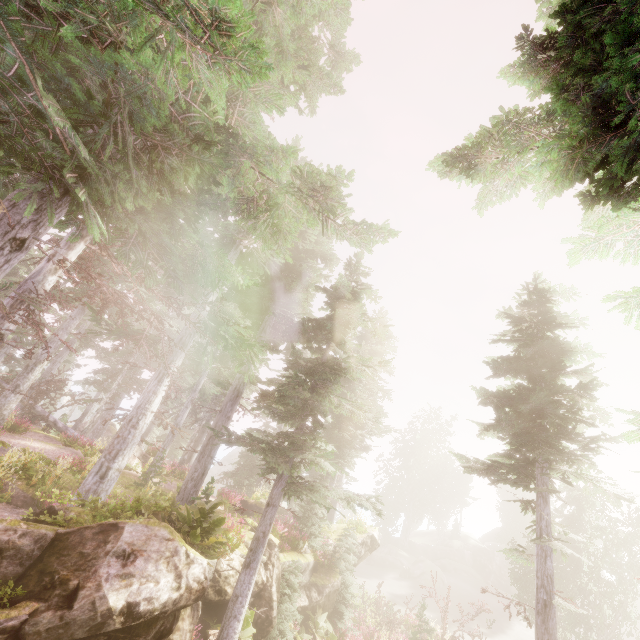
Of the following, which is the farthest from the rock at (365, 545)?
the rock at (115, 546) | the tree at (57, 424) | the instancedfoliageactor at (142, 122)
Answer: the tree at (57, 424)

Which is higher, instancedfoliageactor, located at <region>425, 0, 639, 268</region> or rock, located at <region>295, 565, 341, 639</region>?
instancedfoliageactor, located at <region>425, 0, 639, 268</region>

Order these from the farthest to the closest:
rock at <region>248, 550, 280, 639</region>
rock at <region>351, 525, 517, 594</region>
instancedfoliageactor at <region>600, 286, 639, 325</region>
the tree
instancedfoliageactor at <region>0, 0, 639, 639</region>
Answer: the tree → rock at <region>351, 525, 517, 594</region> → rock at <region>248, 550, 280, 639</region> → instancedfoliageactor at <region>0, 0, 639, 639</region> → instancedfoliageactor at <region>600, 286, 639, 325</region>

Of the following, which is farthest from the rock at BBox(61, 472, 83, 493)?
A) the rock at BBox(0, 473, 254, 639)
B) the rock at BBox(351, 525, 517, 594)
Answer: the rock at BBox(351, 525, 517, 594)

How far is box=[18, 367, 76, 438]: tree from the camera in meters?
22.1

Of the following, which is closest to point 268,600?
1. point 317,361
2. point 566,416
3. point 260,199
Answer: point 317,361

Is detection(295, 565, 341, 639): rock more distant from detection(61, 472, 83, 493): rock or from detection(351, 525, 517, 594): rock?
detection(351, 525, 517, 594): rock

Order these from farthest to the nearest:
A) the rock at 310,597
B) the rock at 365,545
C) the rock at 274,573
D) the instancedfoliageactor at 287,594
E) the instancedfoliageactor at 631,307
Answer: the rock at 365,545, the rock at 310,597, the instancedfoliageactor at 287,594, the rock at 274,573, the instancedfoliageactor at 631,307
